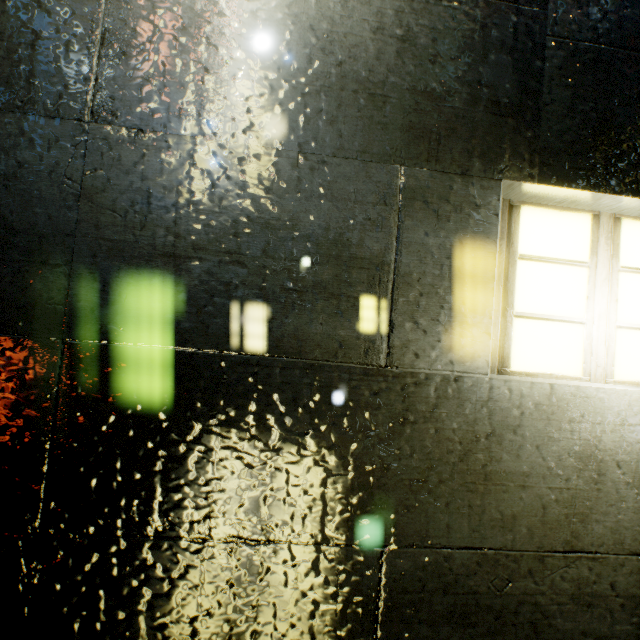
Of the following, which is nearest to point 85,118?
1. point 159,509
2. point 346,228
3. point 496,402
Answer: point 346,228
